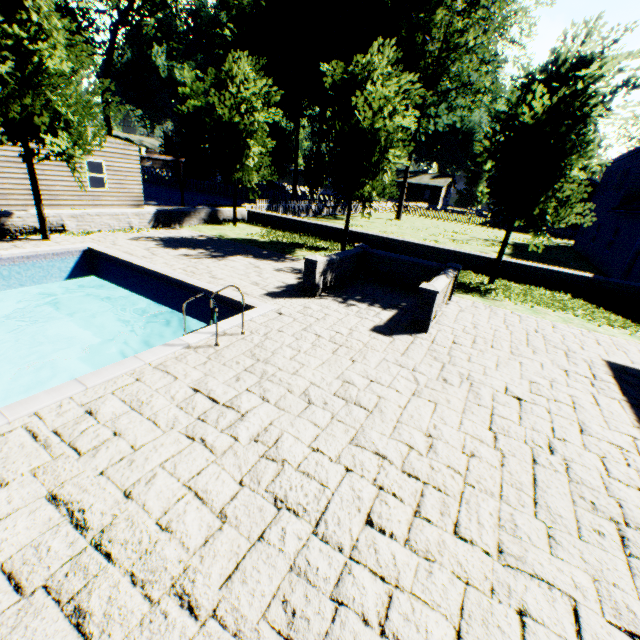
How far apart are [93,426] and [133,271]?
7.4 meters

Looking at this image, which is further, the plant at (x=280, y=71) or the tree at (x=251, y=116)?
the plant at (x=280, y=71)

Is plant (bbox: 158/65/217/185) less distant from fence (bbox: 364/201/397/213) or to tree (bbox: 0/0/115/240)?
fence (bbox: 364/201/397/213)

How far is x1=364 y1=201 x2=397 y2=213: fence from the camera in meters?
37.1 m

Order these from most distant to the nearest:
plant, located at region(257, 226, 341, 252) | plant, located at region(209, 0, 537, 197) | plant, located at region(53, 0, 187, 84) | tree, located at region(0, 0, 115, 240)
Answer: plant, located at region(53, 0, 187, 84) → plant, located at region(209, 0, 537, 197) → plant, located at region(257, 226, 341, 252) → tree, located at region(0, 0, 115, 240)

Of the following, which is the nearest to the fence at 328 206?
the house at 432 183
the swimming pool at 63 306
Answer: the house at 432 183

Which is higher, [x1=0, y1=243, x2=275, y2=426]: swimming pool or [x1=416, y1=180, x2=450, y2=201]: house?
[x1=416, y1=180, x2=450, y2=201]: house
